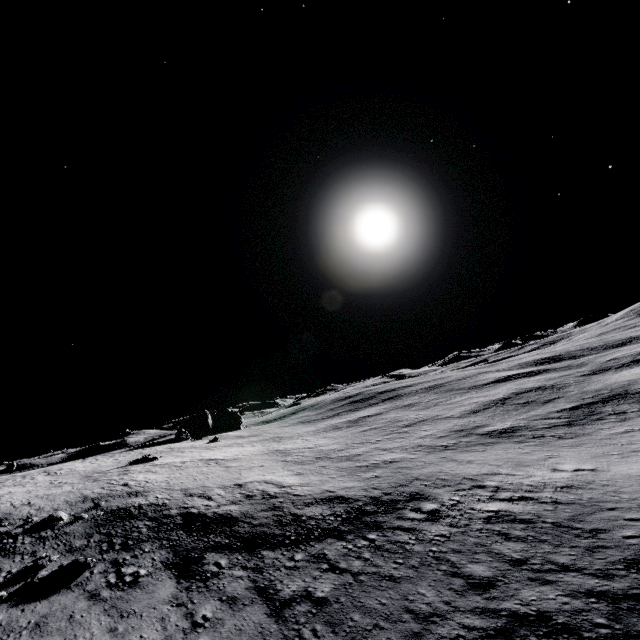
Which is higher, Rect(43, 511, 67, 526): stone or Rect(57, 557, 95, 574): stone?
Rect(43, 511, 67, 526): stone

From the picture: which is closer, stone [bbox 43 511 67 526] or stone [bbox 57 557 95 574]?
stone [bbox 57 557 95 574]

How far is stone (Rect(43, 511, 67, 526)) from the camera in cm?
2406

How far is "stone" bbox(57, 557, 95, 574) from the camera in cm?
1827

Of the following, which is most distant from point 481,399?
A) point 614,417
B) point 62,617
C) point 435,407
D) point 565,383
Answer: → point 62,617

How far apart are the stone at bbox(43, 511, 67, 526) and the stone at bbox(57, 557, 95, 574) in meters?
6.7 m

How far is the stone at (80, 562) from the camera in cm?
1827

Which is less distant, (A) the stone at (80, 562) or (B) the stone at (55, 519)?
(A) the stone at (80, 562)
